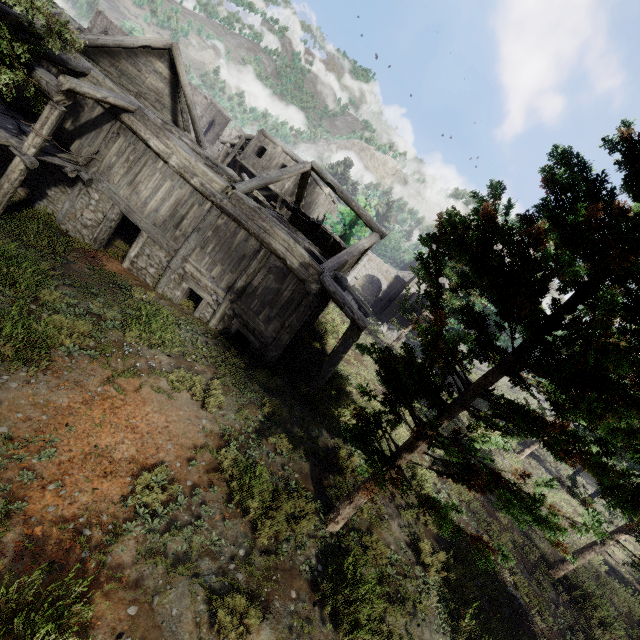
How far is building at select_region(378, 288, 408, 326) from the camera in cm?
3787

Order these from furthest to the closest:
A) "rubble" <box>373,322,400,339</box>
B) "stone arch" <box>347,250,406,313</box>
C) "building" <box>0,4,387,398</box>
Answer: "stone arch" <box>347,250,406,313</box>, "rubble" <box>373,322,400,339</box>, "building" <box>0,4,387,398</box>

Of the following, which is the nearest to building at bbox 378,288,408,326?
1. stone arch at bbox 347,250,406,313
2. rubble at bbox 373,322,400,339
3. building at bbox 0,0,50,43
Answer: stone arch at bbox 347,250,406,313

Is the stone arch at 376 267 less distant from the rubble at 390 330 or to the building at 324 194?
the building at 324 194

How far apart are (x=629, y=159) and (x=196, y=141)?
19.12m

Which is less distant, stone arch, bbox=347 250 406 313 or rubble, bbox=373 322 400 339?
rubble, bbox=373 322 400 339

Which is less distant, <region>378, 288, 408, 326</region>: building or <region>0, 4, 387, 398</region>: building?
<region>0, 4, 387, 398</region>: building

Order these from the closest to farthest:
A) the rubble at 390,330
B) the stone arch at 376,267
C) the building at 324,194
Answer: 1. the building at 324,194
2. the rubble at 390,330
3. the stone arch at 376,267
